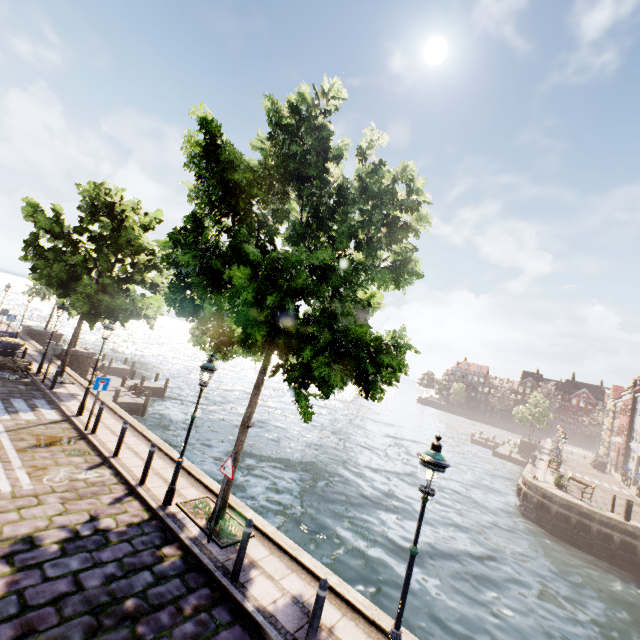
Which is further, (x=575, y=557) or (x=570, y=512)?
(x=570, y=512)

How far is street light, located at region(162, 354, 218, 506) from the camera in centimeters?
808cm

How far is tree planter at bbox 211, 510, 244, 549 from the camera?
7.1 meters

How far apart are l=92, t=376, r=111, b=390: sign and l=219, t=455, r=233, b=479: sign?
6.7m

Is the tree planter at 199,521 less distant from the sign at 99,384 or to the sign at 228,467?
the sign at 228,467

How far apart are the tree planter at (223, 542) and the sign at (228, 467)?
1.39m

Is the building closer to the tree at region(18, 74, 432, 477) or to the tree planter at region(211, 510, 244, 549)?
the tree at region(18, 74, 432, 477)

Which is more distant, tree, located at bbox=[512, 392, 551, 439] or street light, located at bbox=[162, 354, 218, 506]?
tree, located at bbox=[512, 392, 551, 439]
